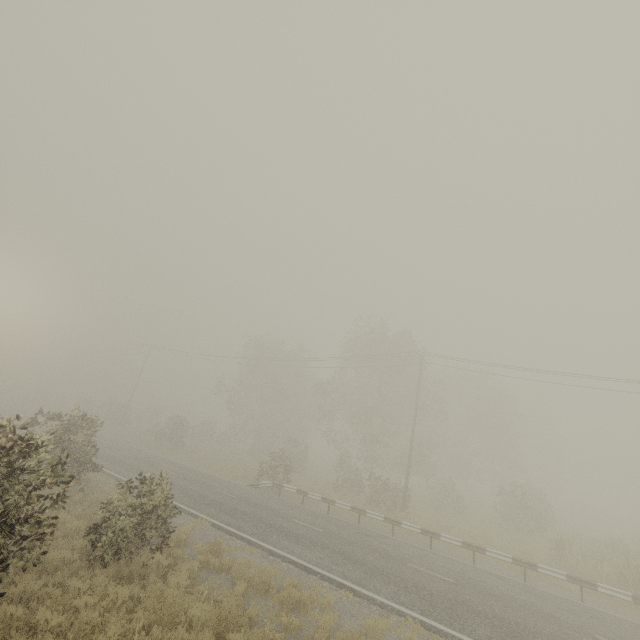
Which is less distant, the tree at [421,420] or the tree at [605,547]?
the tree at [605,547]

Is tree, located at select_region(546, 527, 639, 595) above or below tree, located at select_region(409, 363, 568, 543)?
below

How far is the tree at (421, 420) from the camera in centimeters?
2577cm

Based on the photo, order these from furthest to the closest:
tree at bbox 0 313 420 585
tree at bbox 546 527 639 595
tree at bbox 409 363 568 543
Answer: tree at bbox 409 363 568 543
tree at bbox 546 527 639 595
tree at bbox 0 313 420 585

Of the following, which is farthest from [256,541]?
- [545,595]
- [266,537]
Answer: [545,595]

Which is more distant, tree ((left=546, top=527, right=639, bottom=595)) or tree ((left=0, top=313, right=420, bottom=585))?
tree ((left=546, top=527, right=639, bottom=595))

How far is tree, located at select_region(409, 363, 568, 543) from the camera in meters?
25.8 m

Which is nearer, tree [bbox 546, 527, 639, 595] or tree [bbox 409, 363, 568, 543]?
tree [bbox 546, 527, 639, 595]
